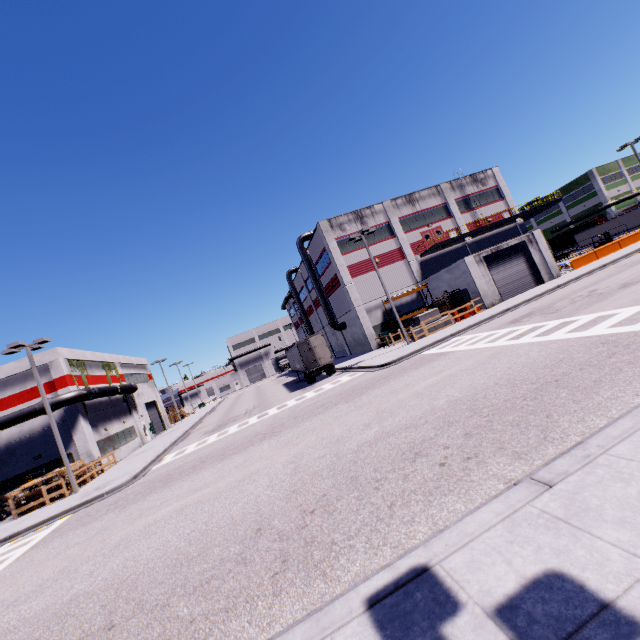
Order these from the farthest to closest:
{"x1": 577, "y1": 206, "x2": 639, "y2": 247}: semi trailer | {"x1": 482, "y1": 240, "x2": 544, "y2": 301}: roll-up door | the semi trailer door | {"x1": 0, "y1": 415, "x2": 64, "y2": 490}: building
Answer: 1. {"x1": 577, "y1": 206, "x2": 639, "y2": 247}: semi trailer
2. {"x1": 482, "y1": 240, "x2": 544, "y2": 301}: roll-up door
3. the semi trailer door
4. {"x1": 0, "y1": 415, "x2": 64, "y2": 490}: building

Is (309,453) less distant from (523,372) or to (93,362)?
(523,372)

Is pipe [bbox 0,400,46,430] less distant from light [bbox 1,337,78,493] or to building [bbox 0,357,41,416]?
building [bbox 0,357,41,416]

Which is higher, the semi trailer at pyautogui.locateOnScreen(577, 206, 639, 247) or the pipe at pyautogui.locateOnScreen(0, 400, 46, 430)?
the pipe at pyautogui.locateOnScreen(0, 400, 46, 430)

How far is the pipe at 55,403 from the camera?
25.1 meters

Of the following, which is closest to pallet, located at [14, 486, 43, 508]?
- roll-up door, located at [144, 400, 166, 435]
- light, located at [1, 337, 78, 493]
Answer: light, located at [1, 337, 78, 493]

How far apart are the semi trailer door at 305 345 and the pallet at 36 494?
19.55m

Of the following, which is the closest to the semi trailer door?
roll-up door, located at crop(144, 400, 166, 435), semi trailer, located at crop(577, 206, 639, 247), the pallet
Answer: semi trailer, located at crop(577, 206, 639, 247)
